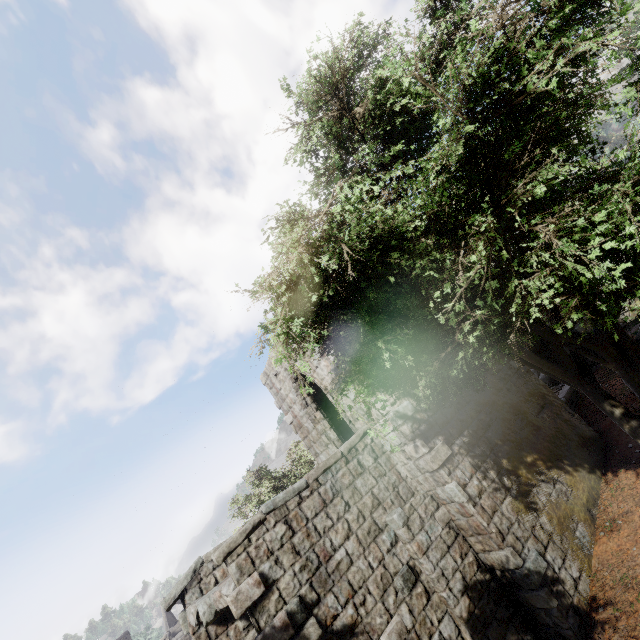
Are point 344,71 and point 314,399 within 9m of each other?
no
